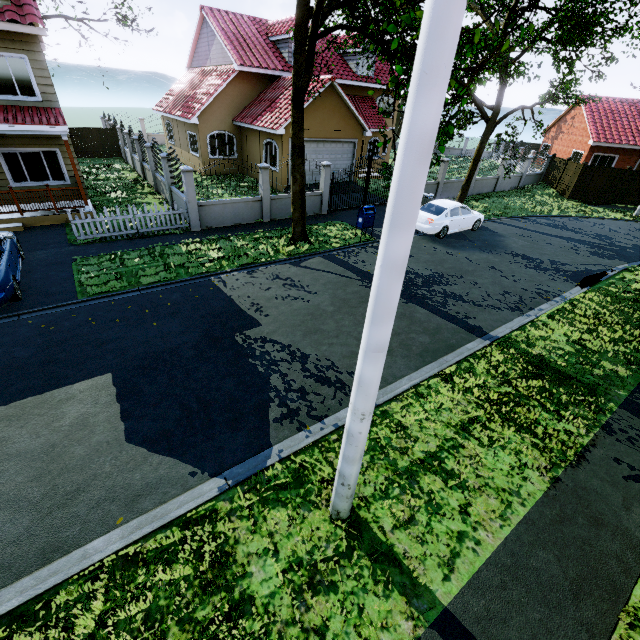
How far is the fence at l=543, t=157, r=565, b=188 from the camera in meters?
26.4 m

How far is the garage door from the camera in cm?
1945

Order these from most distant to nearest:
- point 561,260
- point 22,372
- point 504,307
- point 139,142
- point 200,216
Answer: point 139,142 → point 561,260 → point 200,216 → point 504,307 → point 22,372

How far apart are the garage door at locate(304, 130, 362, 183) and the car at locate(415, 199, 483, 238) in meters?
7.7

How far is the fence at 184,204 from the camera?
12.93m

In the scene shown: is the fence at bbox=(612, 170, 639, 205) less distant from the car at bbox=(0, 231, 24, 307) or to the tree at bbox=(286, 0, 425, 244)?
the tree at bbox=(286, 0, 425, 244)

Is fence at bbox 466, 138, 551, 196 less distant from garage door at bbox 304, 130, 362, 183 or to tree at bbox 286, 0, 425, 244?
tree at bbox 286, 0, 425, 244

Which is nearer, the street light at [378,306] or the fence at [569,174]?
the street light at [378,306]
